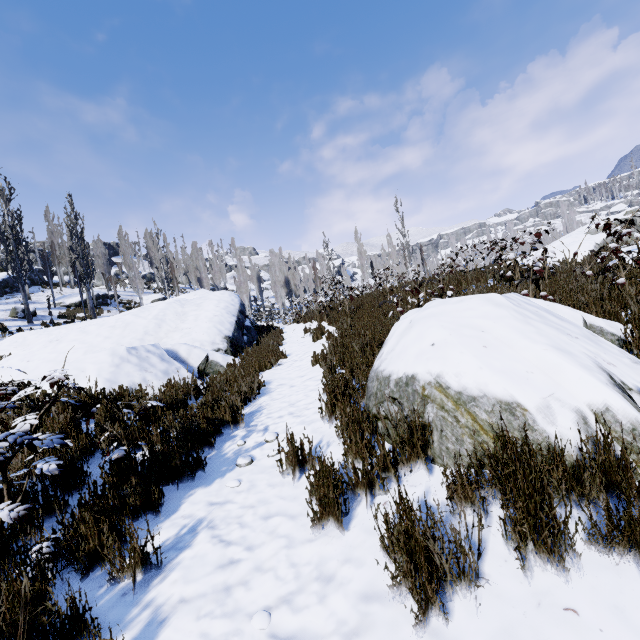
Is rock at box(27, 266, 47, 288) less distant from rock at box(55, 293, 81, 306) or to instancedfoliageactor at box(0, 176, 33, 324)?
instancedfoliageactor at box(0, 176, 33, 324)

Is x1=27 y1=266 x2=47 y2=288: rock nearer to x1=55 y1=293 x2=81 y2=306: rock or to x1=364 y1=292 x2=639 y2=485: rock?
x1=55 y1=293 x2=81 y2=306: rock

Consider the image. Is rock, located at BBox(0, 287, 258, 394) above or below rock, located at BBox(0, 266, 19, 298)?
below

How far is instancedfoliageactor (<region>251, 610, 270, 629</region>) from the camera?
1.7m

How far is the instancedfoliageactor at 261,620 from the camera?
1.7m

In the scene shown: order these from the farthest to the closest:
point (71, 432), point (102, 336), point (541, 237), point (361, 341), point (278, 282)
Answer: point (278, 282), point (102, 336), point (541, 237), point (361, 341), point (71, 432)

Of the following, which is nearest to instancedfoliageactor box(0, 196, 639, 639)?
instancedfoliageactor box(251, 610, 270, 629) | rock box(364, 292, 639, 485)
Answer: rock box(364, 292, 639, 485)

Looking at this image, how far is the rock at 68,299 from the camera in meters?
26.4 m
